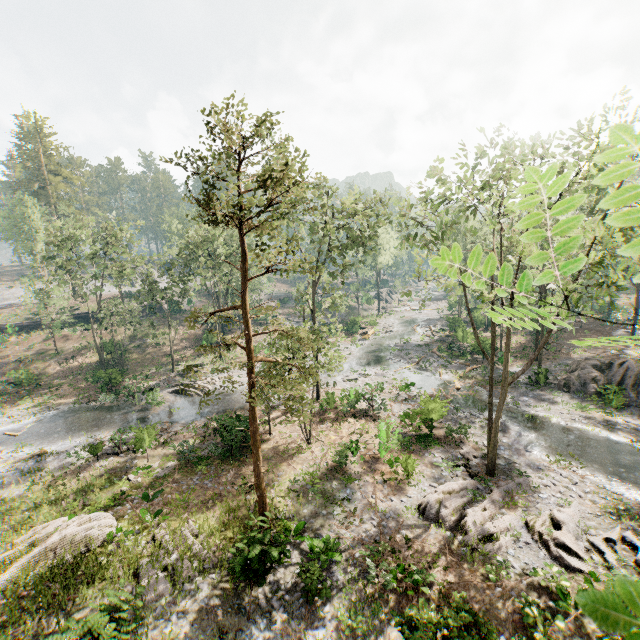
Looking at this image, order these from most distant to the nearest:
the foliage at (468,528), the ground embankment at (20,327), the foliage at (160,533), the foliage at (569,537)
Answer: the ground embankment at (20,327) < the foliage at (468,528) < the foliage at (569,537) < the foliage at (160,533)

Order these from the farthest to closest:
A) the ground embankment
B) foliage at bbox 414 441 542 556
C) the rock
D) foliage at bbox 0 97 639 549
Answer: the ground embankment < the rock < foliage at bbox 414 441 542 556 < foliage at bbox 0 97 639 549

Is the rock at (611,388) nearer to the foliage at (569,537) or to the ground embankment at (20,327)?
the foliage at (569,537)

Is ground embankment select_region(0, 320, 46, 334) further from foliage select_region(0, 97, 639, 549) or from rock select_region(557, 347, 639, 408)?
A: rock select_region(557, 347, 639, 408)

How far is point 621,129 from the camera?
0.7m

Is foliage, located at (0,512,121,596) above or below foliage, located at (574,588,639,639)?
below

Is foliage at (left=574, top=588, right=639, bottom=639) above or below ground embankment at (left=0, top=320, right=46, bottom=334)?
above
